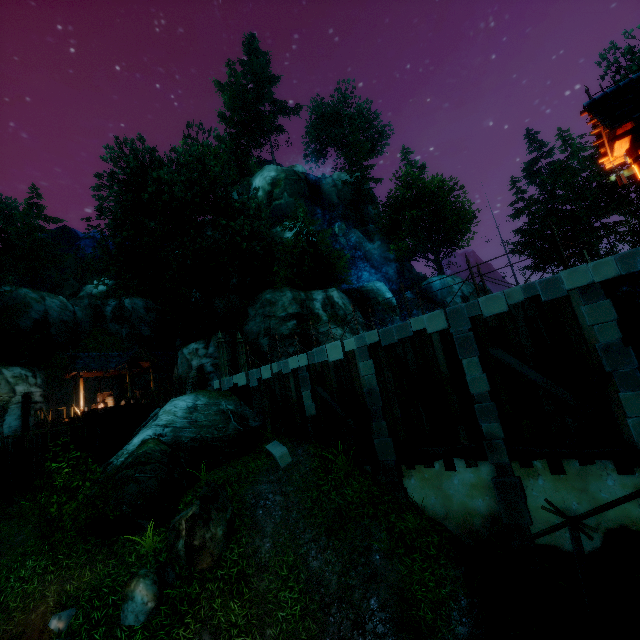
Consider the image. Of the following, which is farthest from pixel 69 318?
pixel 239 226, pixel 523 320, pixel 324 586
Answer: pixel 523 320

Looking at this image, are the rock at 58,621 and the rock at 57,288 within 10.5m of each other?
no

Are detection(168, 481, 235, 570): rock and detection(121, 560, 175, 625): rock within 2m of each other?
yes

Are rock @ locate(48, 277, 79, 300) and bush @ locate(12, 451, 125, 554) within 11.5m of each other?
no

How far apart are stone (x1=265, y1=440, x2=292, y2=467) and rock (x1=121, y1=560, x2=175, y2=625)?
4.36m

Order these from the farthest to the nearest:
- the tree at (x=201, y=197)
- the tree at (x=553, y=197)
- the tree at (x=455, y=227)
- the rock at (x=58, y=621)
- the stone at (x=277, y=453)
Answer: the tree at (x=455, y=227)
the tree at (x=553, y=197)
the tree at (x=201, y=197)
the stone at (x=277, y=453)
the rock at (x=58, y=621)

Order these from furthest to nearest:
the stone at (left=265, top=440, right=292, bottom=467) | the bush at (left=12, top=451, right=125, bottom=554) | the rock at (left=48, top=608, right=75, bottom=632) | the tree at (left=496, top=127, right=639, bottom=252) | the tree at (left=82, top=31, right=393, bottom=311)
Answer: the tree at (left=496, top=127, right=639, bottom=252)
the tree at (left=82, top=31, right=393, bottom=311)
the stone at (left=265, top=440, right=292, bottom=467)
the bush at (left=12, top=451, right=125, bottom=554)
the rock at (left=48, top=608, right=75, bottom=632)

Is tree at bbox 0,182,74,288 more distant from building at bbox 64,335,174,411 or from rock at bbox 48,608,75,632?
rock at bbox 48,608,75,632
